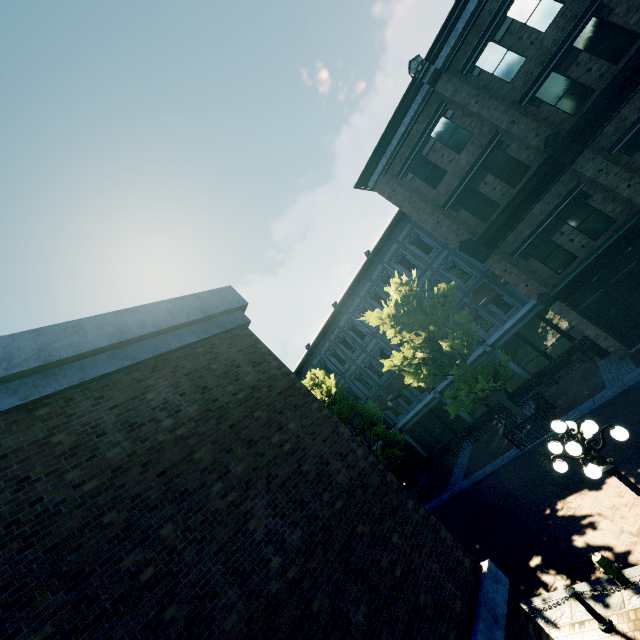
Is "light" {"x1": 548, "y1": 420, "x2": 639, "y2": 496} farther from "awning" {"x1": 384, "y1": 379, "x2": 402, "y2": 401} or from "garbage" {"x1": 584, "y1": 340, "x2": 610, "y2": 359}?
"awning" {"x1": 384, "y1": 379, "x2": 402, "y2": 401}

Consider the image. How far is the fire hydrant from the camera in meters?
6.9

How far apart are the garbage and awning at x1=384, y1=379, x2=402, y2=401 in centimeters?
1154cm

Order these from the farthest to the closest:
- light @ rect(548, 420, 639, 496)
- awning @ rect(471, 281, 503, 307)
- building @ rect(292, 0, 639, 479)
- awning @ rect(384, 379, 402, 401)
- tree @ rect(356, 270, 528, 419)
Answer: awning @ rect(384, 379, 402, 401)
awning @ rect(471, 281, 503, 307)
tree @ rect(356, 270, 528, 419)
building @ rect(292, 0, 639, 479)
light @ rect(548, 420, 639, 496)

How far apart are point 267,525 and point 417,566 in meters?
2.4 m

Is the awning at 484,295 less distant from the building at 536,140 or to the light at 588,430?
the building at 536,140

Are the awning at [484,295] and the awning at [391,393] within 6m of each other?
no

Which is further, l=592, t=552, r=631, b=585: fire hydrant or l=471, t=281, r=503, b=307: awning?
l=471, t=281, r=503, b=307: awning
